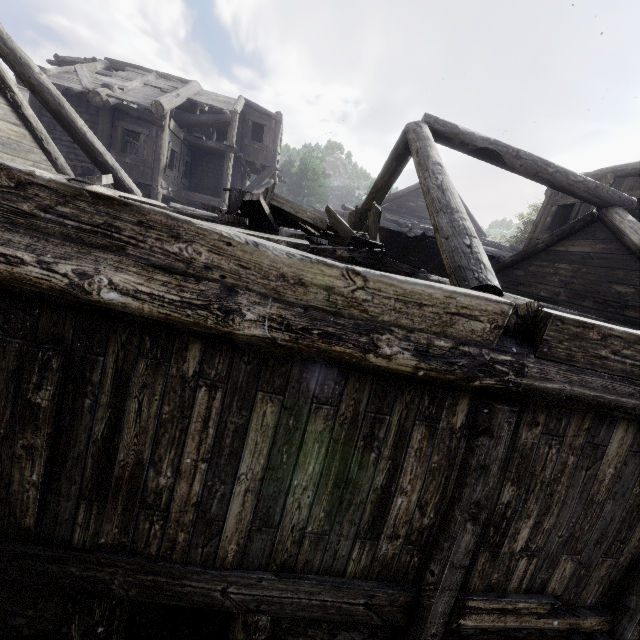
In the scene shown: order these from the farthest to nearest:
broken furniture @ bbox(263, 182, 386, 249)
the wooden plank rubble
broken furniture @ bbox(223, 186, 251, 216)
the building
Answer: broken furniture @ bbox(223, 186, 251, 216) → broken furniture @ bbox(263, 182, 386, 249) → the wooden plank rubble → the building

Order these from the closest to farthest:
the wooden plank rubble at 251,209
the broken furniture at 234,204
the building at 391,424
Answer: the building at 391,424 < the wooden plank rubble at 251,209 < the broken furniture at 234,204

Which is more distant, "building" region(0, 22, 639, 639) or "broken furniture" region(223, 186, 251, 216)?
"broken furniture" region(223, 186, 251, 216)

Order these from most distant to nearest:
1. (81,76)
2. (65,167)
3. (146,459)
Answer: (81,76)
(65,167)
(146,459)

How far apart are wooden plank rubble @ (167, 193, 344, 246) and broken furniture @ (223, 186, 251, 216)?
0.0m

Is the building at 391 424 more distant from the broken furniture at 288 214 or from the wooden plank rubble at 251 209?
the broken furniture at 288 214

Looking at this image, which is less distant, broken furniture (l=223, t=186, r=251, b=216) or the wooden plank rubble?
the wooden plank rubble
